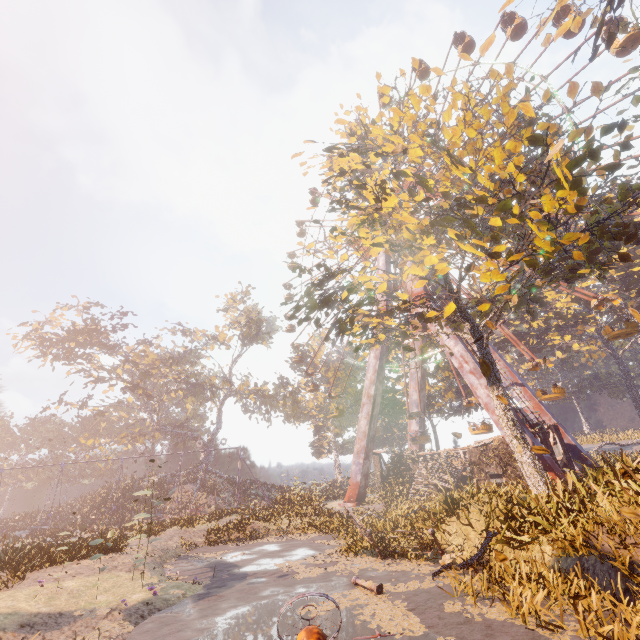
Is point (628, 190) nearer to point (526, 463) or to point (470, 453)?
point (526, 463)

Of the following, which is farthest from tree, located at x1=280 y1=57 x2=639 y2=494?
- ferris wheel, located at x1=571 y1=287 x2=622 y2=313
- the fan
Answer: ferris wheel, located at x1=571 y1=287 x2=622 y2=313

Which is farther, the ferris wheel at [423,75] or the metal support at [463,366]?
the ferris wheel at [423,75]

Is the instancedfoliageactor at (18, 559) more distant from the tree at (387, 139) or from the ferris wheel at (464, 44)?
the ferris wheel at (464, 44)

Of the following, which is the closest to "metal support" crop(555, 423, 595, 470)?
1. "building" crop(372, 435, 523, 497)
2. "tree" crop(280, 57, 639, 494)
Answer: "building" crop(372, 435, 523, 497)

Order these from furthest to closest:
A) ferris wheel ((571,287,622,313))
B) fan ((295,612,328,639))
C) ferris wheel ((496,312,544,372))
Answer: ferris wheel ((496,312,544,372))
ferris wheel ((571,287,622,313))
fan ((295,612,328,639))

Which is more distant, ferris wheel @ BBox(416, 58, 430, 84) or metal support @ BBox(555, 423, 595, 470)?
ferris wheel @ BBox(416, 58, 430, 84)

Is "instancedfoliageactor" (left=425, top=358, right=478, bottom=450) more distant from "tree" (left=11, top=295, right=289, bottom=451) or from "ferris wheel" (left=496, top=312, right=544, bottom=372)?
"tree" (left=11, top=295, right=289, bottom=451)
